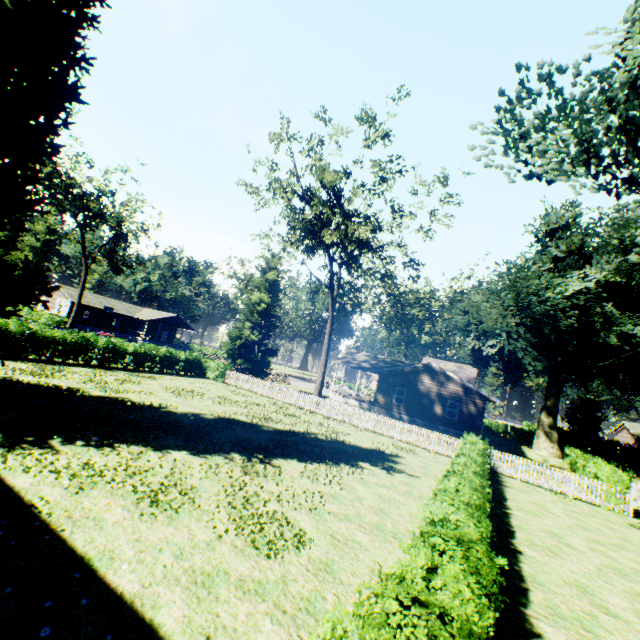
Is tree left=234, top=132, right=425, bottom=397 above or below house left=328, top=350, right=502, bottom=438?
above

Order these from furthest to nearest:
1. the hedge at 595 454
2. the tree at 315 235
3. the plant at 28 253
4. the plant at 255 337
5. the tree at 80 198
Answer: the plant at 255 337 < the tree at 80 198 < the tree at 315 235 < the hedge at 595 454 < the plant at 28 253

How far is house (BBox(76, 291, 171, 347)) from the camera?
52.6 meters

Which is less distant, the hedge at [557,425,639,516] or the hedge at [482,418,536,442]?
the hedge at [557,425,639,516]

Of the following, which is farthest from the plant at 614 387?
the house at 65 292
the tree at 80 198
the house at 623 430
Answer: the house at 65 292

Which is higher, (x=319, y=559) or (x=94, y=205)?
(x=94, y=205)

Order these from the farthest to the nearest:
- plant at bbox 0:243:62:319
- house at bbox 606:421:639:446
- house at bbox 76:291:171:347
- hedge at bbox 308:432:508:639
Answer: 1. house at bbox 76:291:171:347
2. house at bbox 606:421:639:446
3. plant at bbox 0:243:62:319
4. hedge at bbox 308:432:508:639

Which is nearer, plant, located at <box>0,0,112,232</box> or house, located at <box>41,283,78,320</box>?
plant, located at <box>0,0,112,232</box>
